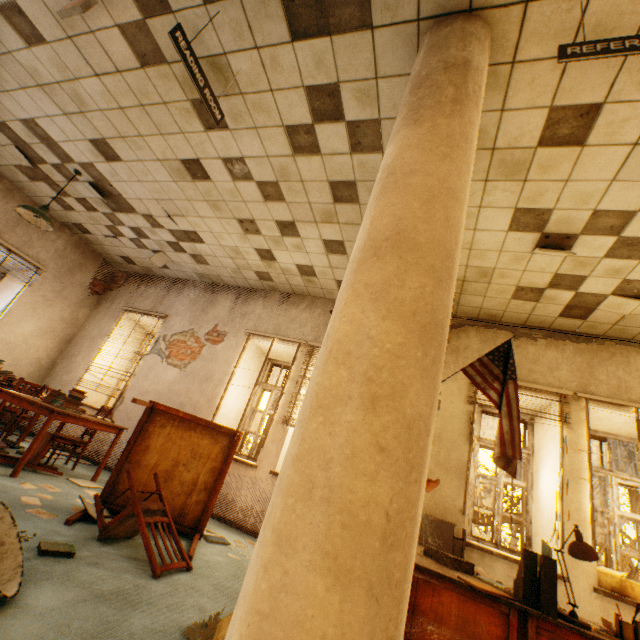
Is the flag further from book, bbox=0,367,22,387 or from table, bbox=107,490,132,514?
book, bbox=0,367,22,387

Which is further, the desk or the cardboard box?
the cardboard box

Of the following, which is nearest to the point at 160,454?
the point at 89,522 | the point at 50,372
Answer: the point at 89,522

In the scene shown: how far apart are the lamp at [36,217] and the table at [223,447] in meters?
3.1

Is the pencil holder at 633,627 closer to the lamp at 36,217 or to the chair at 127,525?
the chair at 127,525

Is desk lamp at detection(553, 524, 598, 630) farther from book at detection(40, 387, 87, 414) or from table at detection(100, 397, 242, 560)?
book at detection(40, 387, 87, 414)

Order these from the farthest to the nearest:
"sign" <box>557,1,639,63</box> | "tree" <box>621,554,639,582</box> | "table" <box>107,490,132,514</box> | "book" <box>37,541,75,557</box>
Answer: "tree" <box>621,554,639,582</box> < "table" <box>107,490,132,514</box> < "book" <box>37,541,75,557</box> < "sign" <box>557,1,639,63</box>

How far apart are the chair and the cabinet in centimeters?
234cm
